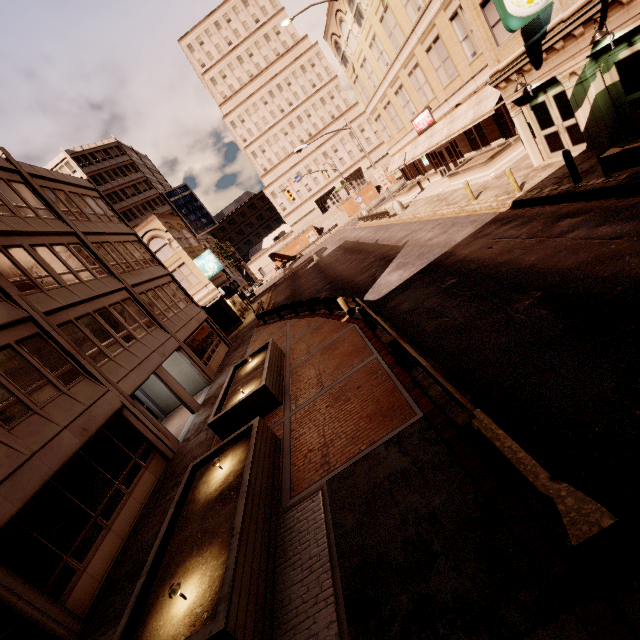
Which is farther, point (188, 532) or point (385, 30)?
point (385, 30)

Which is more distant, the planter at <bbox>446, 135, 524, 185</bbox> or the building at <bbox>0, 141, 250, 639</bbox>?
the planter at <bbox>446, 135, 524, 185</bbox>

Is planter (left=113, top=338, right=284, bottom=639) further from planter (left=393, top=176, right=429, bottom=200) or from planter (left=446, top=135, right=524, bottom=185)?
planter (left=393, top=176, right=429, bottom=200)

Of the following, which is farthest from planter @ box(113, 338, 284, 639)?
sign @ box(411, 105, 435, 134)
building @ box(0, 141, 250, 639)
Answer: sign @ box(411, 105, 435, 134)

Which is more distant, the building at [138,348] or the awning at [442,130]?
the awning at [442,130]

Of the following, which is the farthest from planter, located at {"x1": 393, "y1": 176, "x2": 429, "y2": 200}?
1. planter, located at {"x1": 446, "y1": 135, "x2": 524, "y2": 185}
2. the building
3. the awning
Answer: the building

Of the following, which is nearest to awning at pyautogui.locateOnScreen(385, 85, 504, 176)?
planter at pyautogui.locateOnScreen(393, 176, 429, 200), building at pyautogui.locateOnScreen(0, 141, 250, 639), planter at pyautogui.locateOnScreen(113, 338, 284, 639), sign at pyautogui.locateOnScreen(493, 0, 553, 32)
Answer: planter at pyautogui.locateOnScreen(393, 176, 429, 200)

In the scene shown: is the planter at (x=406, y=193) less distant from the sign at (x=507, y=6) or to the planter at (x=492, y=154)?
the planter at (x=492, y=154)
